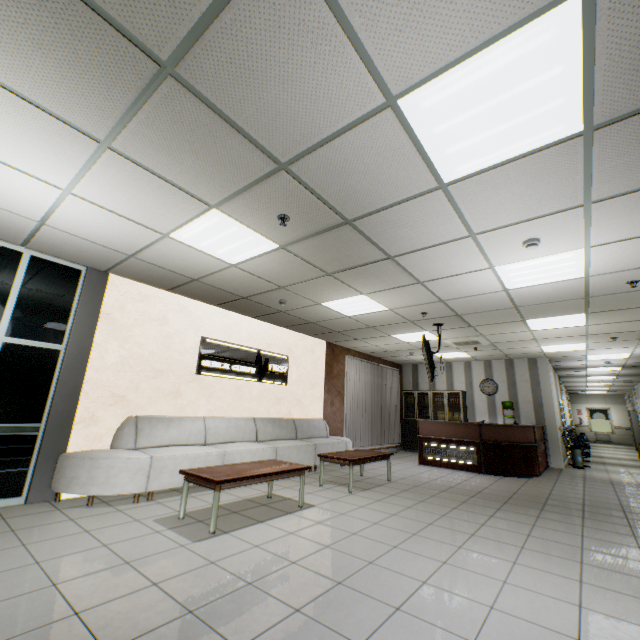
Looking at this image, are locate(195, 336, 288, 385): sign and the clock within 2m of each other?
no

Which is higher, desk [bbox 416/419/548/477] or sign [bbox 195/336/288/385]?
sign [bbox 195/336/288/385]

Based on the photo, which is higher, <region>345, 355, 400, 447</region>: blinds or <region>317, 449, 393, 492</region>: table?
<region>345, 355, 400, 447</region>: blinds

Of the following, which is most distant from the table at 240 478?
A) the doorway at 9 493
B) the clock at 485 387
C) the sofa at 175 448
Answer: the clock at 485 387

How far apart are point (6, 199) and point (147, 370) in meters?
3.0 m

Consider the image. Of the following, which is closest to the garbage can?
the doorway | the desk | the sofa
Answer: the desk

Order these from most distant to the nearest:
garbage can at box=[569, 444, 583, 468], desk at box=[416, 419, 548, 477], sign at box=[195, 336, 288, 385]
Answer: garbage can at box=[569, 444, 583, 468] → desk at box=[416, 419, 548, 477] → sign at box=[195, 336, 288, 385]

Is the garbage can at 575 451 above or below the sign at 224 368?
below
